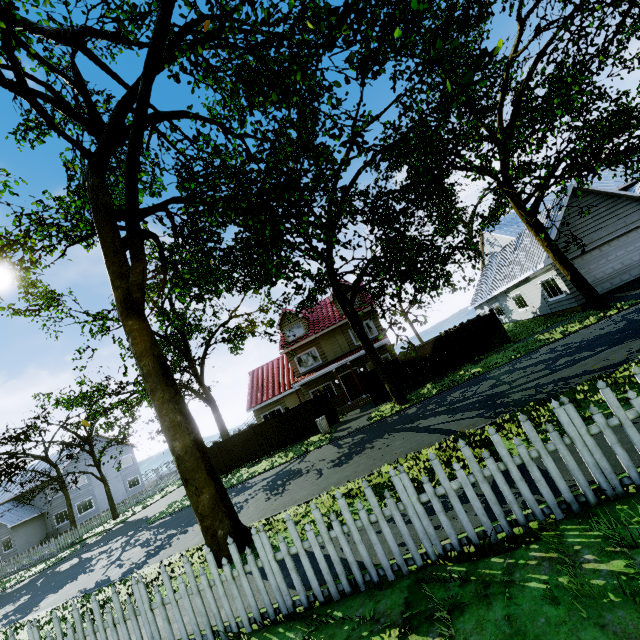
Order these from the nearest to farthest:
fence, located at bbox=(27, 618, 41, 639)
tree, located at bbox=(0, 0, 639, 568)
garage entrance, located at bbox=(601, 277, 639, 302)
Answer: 1. fence, located at bbox=(27, 618, 41, 639)
2. tree, located at bbox=(0, 0, 639, 568)
3. garage entrance, located at bbox=(601, 277, 639, 302)

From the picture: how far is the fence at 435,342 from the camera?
18.92m

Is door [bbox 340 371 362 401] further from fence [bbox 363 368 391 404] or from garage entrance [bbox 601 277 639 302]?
garage entrance [bbox 601 277 639 302]

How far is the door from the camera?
24.8 meters

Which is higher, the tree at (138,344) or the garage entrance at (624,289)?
the tree at (138,344)

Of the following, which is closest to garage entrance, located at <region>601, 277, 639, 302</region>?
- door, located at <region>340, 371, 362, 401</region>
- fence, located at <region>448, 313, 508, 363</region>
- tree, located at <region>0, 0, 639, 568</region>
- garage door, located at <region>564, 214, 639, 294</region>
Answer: garage door, located at <region>564, 214, 639, 294</region>

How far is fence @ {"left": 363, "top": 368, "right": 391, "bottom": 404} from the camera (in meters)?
19.55

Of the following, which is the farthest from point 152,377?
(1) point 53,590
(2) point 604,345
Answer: (2) point 604,345
